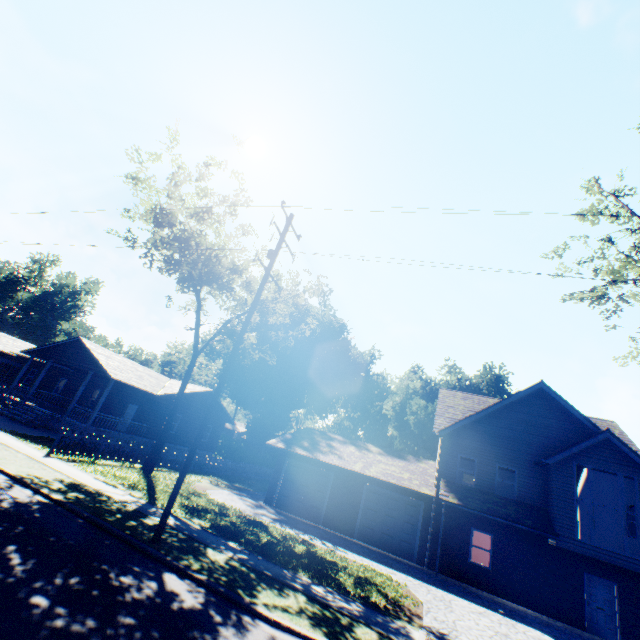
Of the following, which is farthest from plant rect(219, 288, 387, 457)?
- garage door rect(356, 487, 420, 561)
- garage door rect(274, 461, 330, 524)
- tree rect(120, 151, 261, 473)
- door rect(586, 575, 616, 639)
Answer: door rect(586, 575, 616, 639)

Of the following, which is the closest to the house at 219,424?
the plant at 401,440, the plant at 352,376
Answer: the plant at 352,376

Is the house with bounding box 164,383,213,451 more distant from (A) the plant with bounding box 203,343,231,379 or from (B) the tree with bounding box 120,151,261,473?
(A) the plant with bounding box 203,343,231,379

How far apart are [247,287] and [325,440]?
12.9 meters

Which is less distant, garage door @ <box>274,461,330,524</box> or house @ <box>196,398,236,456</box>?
garage door @ <box>274,461,330,524</box>

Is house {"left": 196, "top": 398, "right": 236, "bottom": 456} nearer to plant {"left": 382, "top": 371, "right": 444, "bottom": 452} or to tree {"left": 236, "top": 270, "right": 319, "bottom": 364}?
tree {"left": 236, "top": 270, "right": 319, "bottom": 364}

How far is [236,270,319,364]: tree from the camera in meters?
22.6 m

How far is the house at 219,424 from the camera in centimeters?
3272cm
